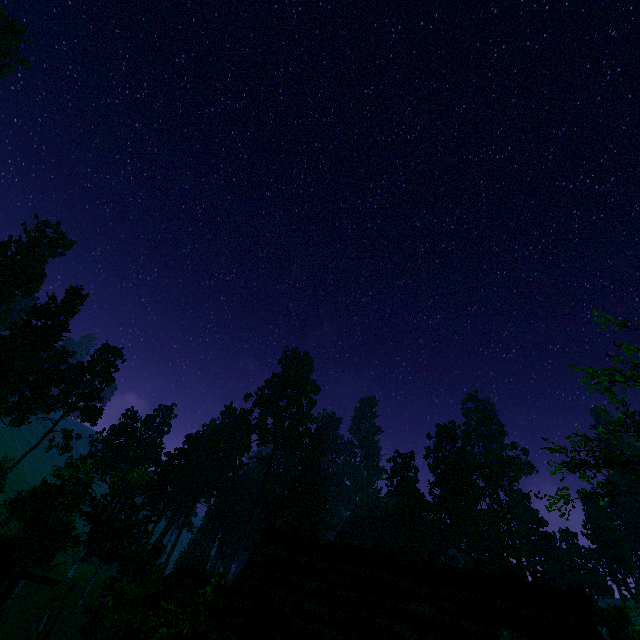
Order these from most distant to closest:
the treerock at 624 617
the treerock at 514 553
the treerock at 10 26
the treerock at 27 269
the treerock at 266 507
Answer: the treerock at 266 507 < the treerock at 514 553 < the treerock at 10 26 < the treerock at 27 269 < the treerock at 624 617

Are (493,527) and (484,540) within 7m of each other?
yes

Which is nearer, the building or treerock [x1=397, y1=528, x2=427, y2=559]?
the building

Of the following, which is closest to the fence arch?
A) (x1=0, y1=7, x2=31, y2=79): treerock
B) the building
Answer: the building

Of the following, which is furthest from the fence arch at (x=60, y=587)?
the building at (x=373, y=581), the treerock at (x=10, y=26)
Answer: the treerock at (x=10, y=26)

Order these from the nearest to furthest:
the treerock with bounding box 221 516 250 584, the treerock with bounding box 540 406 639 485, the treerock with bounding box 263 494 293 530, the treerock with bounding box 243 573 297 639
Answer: the treerock with bounding box 243 573 297 639
the treerock with bounding box 540 406 639 485
the treerock with bounding box 221 516 250 584
the treerock with bounding box 263 494 293 530

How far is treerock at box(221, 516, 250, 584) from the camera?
53.3m

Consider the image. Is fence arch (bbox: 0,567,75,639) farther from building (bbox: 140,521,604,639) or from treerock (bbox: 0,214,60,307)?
treerock (bbox: 0,214,60,307)
